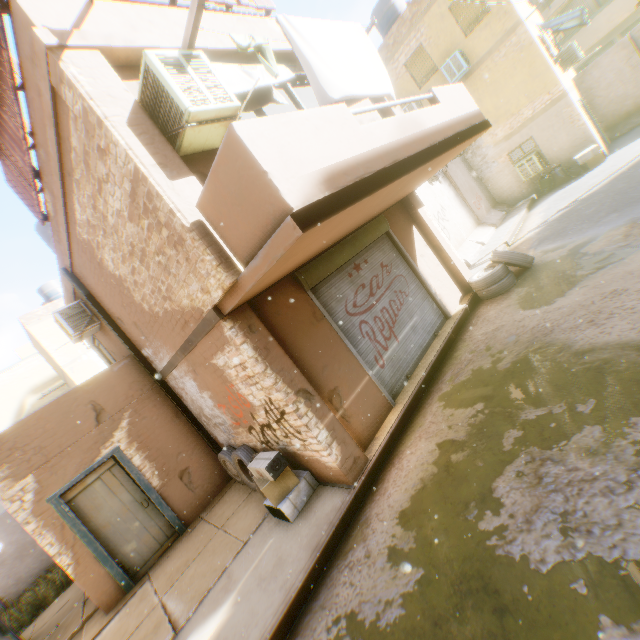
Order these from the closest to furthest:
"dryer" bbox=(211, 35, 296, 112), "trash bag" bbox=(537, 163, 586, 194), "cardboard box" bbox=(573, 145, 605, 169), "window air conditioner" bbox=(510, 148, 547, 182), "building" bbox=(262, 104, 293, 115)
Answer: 1. "dryer" bbox=(211, 35, 296, 112)
2. "building" bbox=(262, 104, 293, 115)
3. "cardboard box" bbox=(573, 145, 605, 169)
4. "trash bag" bbox=(537, 163, 586, 194)
5. "window air conditioner" bbox=(510, 148, 547, 182)

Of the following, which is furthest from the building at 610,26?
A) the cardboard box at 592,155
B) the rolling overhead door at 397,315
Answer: the cardboard box at 592,155

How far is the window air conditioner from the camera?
13.7m

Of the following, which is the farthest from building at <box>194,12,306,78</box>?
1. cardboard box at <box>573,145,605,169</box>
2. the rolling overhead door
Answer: cardboard box at <box>573,145,605,169</box>

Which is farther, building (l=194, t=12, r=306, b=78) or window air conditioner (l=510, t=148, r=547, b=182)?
window air conditioner (l=510, t=148, r=547, b=182)

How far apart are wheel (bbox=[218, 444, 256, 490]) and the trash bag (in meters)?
15.89

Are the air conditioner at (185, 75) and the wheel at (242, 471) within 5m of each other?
yes

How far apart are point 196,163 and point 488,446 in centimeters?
533cm
